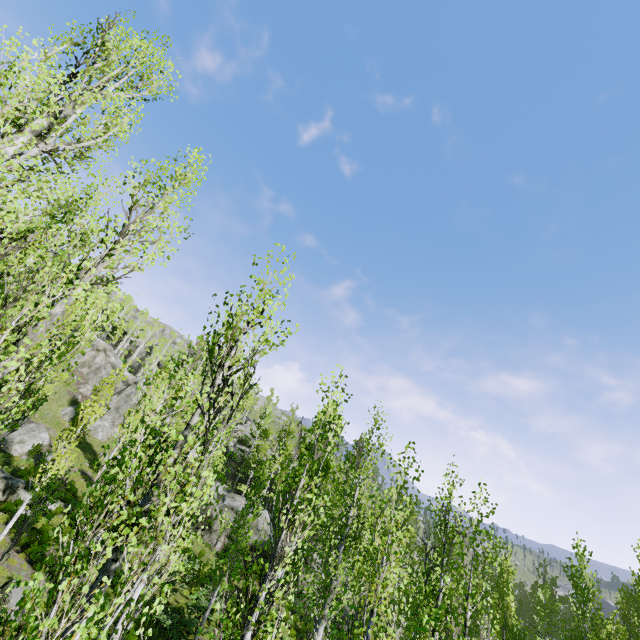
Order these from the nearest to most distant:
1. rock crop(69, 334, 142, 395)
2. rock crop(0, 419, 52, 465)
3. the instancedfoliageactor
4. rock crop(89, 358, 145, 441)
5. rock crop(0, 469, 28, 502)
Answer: the instancedfoliageactor < rock crop(0, 469, 28, 502) < rock crop(0, 419, 52, 465) < rock crop(89, 358, 145, 441) < rock crop(69, 334, 142, 395)

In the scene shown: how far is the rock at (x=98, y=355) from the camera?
38.41m

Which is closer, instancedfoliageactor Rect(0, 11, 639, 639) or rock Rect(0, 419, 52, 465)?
instancedfoliageactor Rect(0, 11, 639, 639)

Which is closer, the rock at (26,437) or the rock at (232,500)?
the rock at (26,437)

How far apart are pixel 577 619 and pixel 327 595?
14.4m

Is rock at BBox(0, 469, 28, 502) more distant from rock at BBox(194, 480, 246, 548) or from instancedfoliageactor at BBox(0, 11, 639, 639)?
rock at BBox(194, 480, 246, 548)

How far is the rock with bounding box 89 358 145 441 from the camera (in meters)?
33.01
